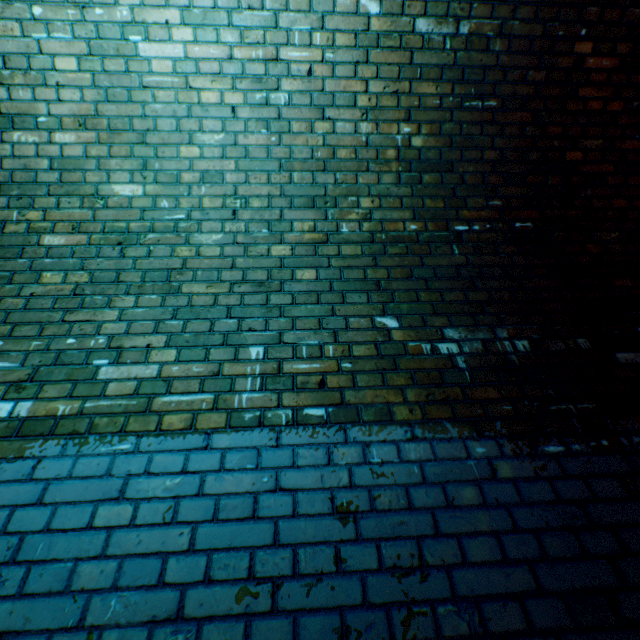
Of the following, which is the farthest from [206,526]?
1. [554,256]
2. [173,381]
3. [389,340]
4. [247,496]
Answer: [554,256]
